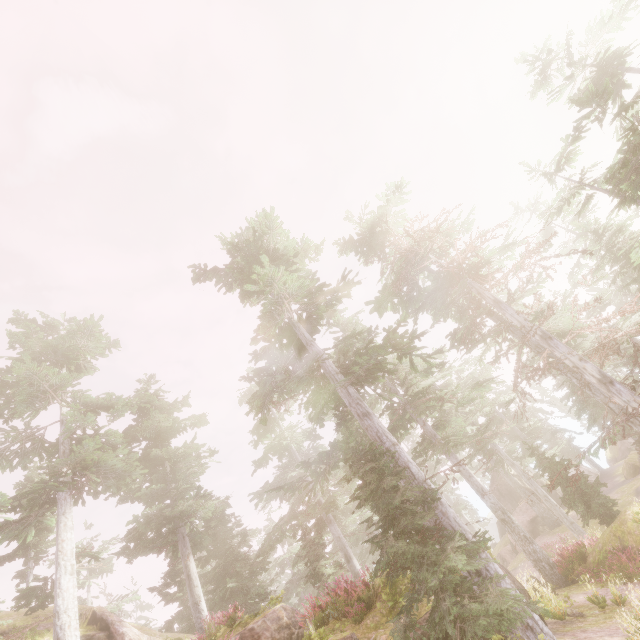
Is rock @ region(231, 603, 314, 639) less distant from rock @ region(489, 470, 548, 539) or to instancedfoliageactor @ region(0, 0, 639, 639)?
instancedfoliageactor @ region(0, 0, 639, 639)

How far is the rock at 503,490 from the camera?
29.38m

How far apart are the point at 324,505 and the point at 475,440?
12.0m

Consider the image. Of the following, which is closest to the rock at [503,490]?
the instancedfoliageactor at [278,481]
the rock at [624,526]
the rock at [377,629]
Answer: the instancedfoliageactor at [278,481]

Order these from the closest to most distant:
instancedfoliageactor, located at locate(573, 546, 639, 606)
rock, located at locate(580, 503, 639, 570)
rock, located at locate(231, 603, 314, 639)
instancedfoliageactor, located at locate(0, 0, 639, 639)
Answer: instancedfoliageactor, located at locate(0, 0, 639, 639) < instancedfoliageactor, located at locate(573, 546, 639, 606) < rock, located at locate(231, 603, 314, 639) < rock, located at locate(580, 503, 639, 570)

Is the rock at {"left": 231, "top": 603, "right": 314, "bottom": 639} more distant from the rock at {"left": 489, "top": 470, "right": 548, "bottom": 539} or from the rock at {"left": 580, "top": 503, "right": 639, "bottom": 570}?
the rock at {"left": 489, "top": 470, "right": 548, "bottom": 539}
